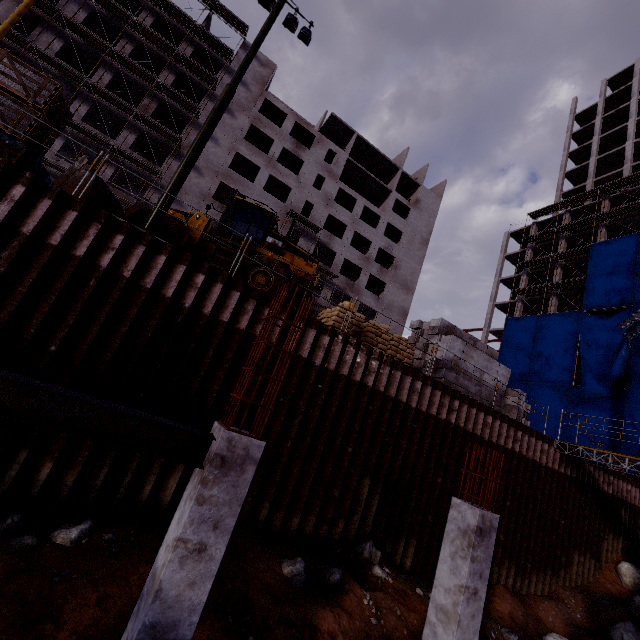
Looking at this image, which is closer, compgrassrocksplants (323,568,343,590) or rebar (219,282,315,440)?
rebar (219,282,315,440)

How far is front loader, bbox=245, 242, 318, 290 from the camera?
11.5 meters

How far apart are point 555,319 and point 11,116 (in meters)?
42.52

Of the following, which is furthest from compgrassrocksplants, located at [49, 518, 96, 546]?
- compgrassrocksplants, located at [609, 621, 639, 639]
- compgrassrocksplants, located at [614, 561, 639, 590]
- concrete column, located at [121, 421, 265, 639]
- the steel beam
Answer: compgrassrocksplants, located at [614, 561, 639, 590]

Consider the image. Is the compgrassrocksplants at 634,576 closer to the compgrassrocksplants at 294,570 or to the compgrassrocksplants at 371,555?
the compgrassrocksplants at 371,555

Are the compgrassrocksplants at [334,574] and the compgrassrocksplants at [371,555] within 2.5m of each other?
yes

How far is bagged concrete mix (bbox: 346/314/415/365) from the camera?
11.7m

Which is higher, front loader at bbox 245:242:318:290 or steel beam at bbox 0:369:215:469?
front loader at bbox 245:242:318:290
